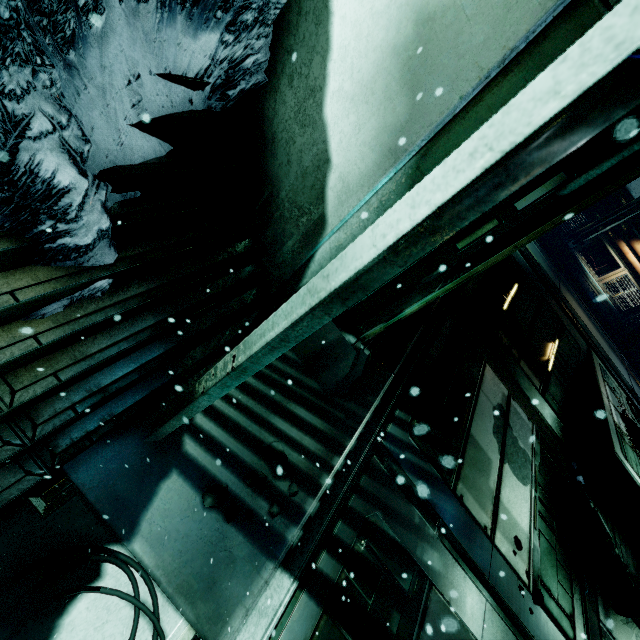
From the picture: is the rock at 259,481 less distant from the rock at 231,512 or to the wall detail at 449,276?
the rock at 231,512

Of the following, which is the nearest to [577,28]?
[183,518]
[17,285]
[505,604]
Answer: [17,285]

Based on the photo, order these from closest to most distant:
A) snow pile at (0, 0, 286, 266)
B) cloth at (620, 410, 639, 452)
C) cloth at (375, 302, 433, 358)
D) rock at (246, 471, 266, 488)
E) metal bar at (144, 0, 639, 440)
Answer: metal bar at (144, 0, 639, 440) < snow pile at (0, 0, 286, 266) < rock at (246, 471, 266, 488) < cloth at (375, 302, 433, 358) < cloth at (620, 410, 639, 452)

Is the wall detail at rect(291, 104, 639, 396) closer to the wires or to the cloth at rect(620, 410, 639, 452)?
the wires

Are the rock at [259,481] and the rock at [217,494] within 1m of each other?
yes

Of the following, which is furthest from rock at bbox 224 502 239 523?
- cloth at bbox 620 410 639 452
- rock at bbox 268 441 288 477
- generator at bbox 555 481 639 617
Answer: cloth at bbox 620 410 639 452

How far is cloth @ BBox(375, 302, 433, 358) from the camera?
3.6 meters

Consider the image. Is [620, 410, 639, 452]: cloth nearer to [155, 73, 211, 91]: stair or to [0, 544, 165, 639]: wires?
[155, 73, 211, 91]: stair
